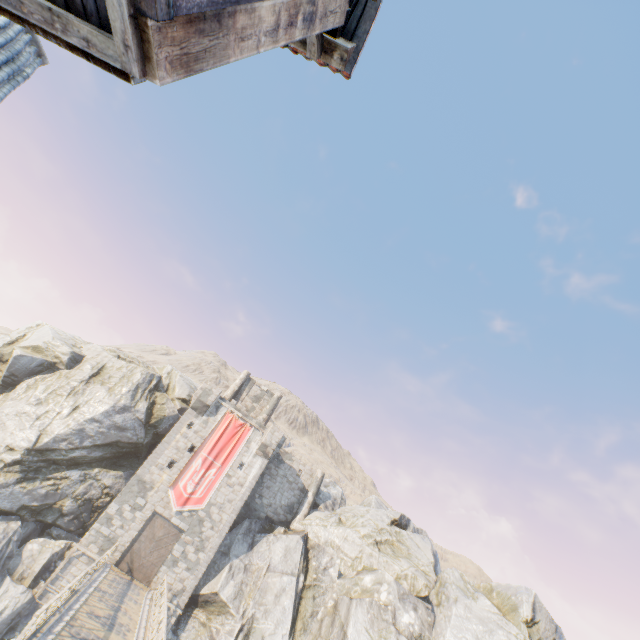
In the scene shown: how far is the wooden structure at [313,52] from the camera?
3.8 meters

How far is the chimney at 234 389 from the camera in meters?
36.7

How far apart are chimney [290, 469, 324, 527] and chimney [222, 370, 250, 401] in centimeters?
1191cm

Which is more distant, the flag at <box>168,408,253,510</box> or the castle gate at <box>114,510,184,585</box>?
the flag at <box>168,408,253,510</box>

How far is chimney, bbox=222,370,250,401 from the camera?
36.7m

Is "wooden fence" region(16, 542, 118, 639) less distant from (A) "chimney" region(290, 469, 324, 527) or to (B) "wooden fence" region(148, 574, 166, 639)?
(B) "wooden fence" region(148, 574, 166, 639)

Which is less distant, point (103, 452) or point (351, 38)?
point (351, 38)

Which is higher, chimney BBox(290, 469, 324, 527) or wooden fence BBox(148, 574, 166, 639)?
chimney BBox(290, 469, 324, 527)
